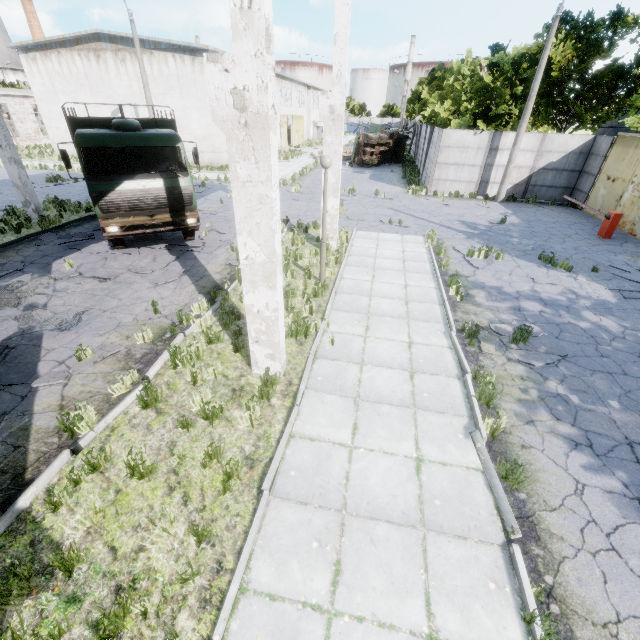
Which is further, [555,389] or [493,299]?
[493,299]

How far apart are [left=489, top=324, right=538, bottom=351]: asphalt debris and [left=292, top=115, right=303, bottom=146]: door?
46.5 meters

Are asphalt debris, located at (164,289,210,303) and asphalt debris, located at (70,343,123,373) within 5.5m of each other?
yes

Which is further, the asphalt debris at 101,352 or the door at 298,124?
the door at 298,124

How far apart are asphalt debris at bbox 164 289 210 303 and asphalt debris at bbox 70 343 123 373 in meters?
1.0

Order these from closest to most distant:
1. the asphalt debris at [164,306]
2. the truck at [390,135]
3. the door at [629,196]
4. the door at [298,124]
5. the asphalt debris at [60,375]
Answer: the asphalt debris at [60,375] < the asphalt debris at [164,306] < the door at [629,196] < the truck at [390,135] < the door at [298,124]

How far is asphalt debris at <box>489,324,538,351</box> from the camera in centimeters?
722cm

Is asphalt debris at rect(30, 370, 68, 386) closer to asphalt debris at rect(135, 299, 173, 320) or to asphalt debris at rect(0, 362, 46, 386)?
asphalt debris at rect(0, 362, 46, 386)
